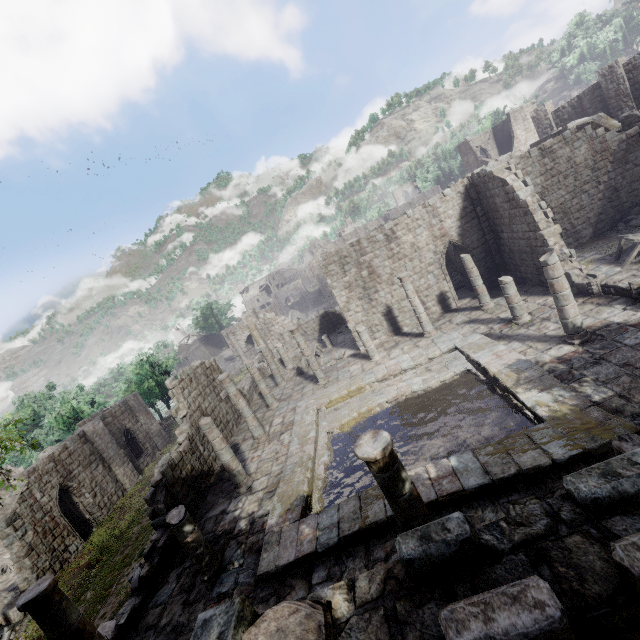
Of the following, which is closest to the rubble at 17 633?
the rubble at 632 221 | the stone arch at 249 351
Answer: the stone arch at 249 351

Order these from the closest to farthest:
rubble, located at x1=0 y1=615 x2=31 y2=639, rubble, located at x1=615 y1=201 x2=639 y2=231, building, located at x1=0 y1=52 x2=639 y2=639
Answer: building, located at x1=0 y1=52 x2=639 y2=639 < rubble, located at x1=0 y1=615 x2=31 y2=639 < rubble, located at x1=615 y1=201 x2=639 y2=231

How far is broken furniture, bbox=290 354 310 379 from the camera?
23.59m

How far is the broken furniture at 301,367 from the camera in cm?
2359

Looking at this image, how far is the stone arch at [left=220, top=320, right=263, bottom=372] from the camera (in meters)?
41.94

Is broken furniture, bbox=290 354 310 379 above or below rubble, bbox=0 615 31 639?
above

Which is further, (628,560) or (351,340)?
(351,340)

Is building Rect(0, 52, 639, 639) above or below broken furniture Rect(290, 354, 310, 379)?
below
